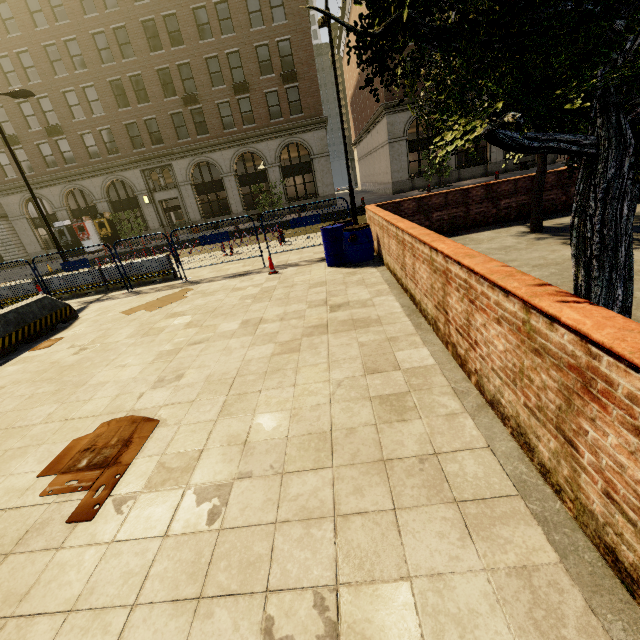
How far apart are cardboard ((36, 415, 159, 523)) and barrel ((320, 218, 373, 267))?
5.9m

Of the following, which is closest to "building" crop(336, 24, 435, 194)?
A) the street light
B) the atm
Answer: the atm

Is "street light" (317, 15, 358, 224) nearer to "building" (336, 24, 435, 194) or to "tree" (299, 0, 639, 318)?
"tree" (299, 0, 639, 318)

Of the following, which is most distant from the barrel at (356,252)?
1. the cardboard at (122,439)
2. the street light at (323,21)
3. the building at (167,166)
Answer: the building at (167,166)

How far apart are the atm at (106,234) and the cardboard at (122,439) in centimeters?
3120cm

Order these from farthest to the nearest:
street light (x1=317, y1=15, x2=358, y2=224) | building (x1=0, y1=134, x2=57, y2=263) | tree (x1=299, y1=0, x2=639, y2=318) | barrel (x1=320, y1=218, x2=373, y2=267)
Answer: building (x1=0, y1=134, x2=57, y2=263)
street light (x1=317, y1=15, x2=358, y2=224)
barrel (x1=320, y1=218, x2=373, y2=267)
tree (x1=299, y1=0, x2=639, y2=318)

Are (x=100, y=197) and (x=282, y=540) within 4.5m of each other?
no

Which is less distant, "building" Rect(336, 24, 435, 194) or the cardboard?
the cardboard
